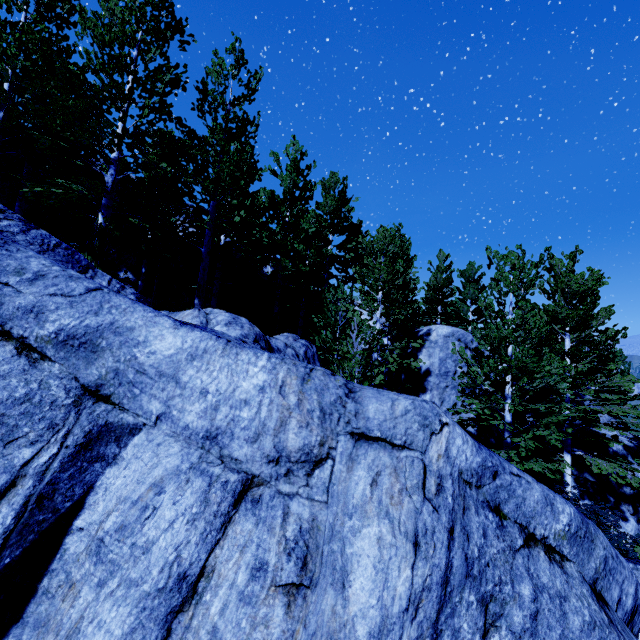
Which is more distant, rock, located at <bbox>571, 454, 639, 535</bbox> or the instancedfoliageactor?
rock, located at <bbox>571, 454, 639, 535</bbox>

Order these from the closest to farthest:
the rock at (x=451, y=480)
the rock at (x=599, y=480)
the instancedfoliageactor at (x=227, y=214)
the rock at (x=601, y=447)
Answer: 1. the rock at (x=451, y=480)
2. the instancedfoliageactor at (x=227, y=214)
3. the rock at (x=599, y=480)
4. the rock at (x=601, y=447)

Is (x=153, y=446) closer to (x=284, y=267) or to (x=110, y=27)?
(x=110, y=27)

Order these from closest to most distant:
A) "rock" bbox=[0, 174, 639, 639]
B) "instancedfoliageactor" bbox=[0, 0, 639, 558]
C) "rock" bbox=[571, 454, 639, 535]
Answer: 1. "rock" bbox=[0, 174, 639, 639]
2. "instancedfoliageactor" bbox=[0, 0, 639, 558]
3. "rock" bbox=[571, 454, 639, 535]

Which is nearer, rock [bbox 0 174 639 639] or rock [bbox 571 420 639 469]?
rock [bbox 0 174 639 639]

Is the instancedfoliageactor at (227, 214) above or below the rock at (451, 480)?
above
